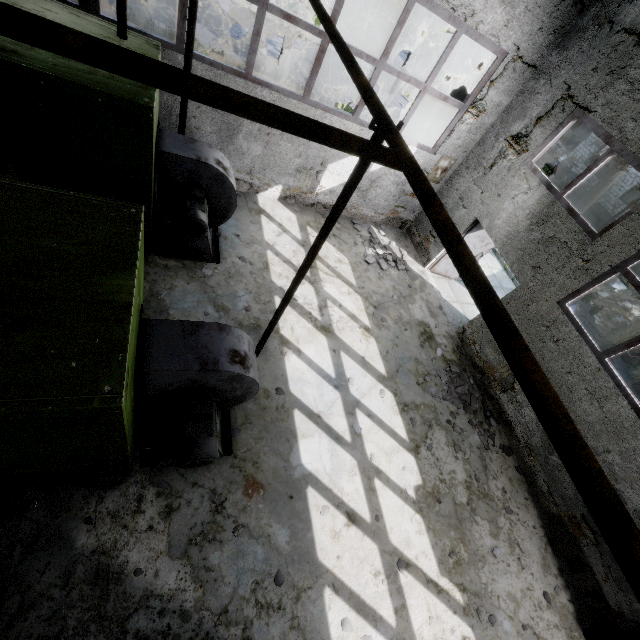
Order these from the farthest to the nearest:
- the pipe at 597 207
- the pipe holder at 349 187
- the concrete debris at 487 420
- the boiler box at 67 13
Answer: the pipe at 597 207 → the concrete debris at 487 420 → the boiler box at 67 13 → the pipe holder at 349 187

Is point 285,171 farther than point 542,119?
Yes

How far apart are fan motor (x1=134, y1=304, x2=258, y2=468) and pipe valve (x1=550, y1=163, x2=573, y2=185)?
29.5m

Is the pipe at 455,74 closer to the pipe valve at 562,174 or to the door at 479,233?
the pipe valve at 562,174

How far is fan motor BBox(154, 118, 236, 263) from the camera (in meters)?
5.59

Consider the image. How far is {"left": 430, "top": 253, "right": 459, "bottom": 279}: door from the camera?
10.2 meters

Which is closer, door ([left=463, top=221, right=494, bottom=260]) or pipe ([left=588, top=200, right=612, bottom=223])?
door ([left=463, top=221, right=494, bottom=260])

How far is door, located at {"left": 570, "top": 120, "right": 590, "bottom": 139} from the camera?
36.66m
